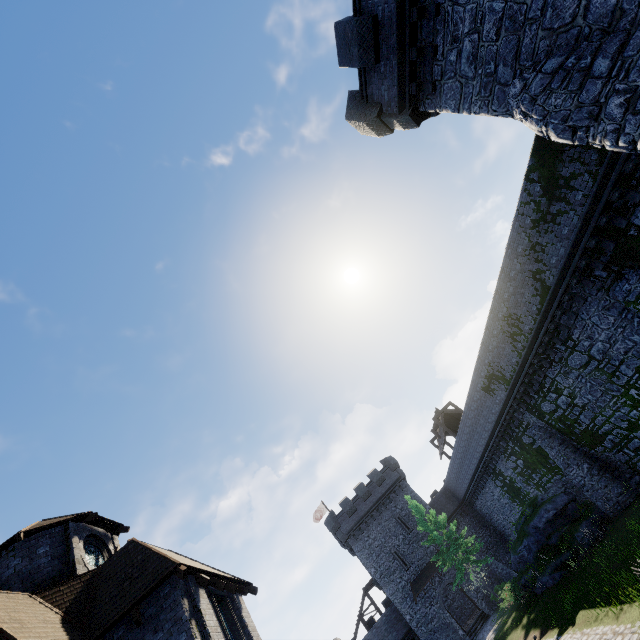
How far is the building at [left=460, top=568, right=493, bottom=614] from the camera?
31.69m

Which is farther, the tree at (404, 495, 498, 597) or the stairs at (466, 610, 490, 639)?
the stairs at (466, 610, 490, 639)

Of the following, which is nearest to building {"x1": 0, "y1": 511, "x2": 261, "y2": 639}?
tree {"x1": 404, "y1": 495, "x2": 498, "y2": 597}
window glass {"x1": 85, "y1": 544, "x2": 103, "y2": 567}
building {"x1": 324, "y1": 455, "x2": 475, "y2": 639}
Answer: window glass {"x1": 85, "y1": 544, "x2": 103, "y2": 567}

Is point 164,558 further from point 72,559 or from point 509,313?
point 509,313

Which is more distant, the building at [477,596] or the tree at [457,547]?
the building at [477,596]

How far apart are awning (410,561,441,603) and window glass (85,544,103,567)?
31.4 meters

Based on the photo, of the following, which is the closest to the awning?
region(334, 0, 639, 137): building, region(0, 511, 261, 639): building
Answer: region(0, 511, 261, 639): building

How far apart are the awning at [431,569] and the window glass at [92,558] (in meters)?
31.38
